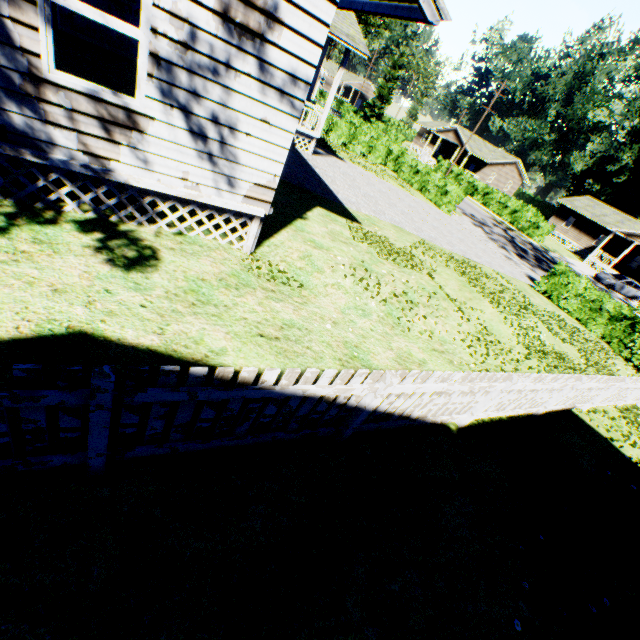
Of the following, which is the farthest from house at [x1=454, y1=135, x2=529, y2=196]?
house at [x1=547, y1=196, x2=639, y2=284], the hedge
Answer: the hedge

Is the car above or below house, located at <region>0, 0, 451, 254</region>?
below

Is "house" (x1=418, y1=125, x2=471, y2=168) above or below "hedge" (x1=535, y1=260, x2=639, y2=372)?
above

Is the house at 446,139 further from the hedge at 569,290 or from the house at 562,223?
the hedge at 569,290

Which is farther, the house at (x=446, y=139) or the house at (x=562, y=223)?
the house at (x=446, y=139)

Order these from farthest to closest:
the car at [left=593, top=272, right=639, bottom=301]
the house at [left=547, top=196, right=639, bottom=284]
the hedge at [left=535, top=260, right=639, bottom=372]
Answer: the house at [left=547, top=196, right=639, bottom=284], the car at [left=593, top=272, right=639, bottom=301], the hedge at [left=535, top=260, right=639, bottom=372]

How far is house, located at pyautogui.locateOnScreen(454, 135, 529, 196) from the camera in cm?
5068

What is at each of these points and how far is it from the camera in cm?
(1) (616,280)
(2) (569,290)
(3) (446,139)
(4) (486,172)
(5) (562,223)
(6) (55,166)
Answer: (1) car, 3153
(2) hedge, 1812
(3) house, 5725
(4) house, 5244
(5) house, 4678
(6) house, 443
